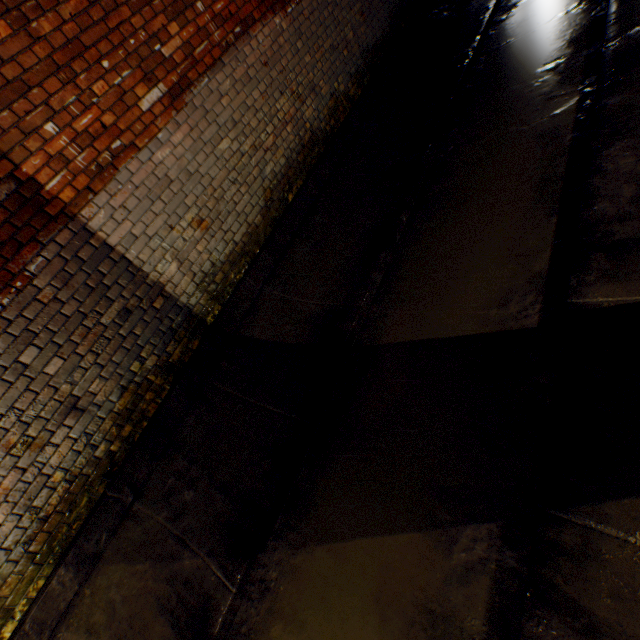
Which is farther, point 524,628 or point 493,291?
point 493,291
